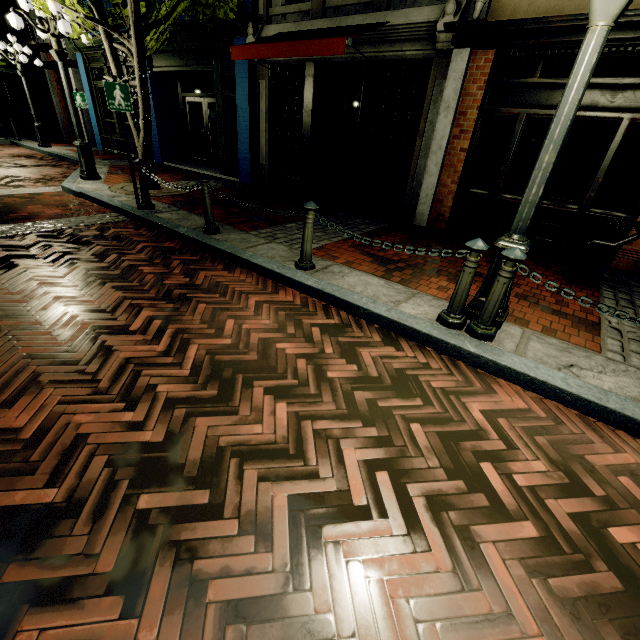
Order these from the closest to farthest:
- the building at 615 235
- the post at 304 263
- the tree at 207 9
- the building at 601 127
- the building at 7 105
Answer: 1. the post at 304 263
2. the building at 601 127
3. the building at 615 235
4. the tree at 207 9
5. the building at 7 105

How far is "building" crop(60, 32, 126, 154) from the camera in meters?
12.7

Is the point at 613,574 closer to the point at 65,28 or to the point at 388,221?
the point at 388,221

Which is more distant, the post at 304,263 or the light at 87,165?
the light at 87,165

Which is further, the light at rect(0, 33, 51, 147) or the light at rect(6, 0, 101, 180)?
the light at rect(0, 33, 51, 147)

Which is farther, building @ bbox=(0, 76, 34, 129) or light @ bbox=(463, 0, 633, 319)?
building @ bbox=(0, 76, 34, 129)

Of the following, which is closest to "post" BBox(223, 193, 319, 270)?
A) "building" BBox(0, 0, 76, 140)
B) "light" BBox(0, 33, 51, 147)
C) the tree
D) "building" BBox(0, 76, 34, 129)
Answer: the tree

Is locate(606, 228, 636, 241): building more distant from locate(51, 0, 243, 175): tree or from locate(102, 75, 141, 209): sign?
locate(102, 75, 141, 209): sign
